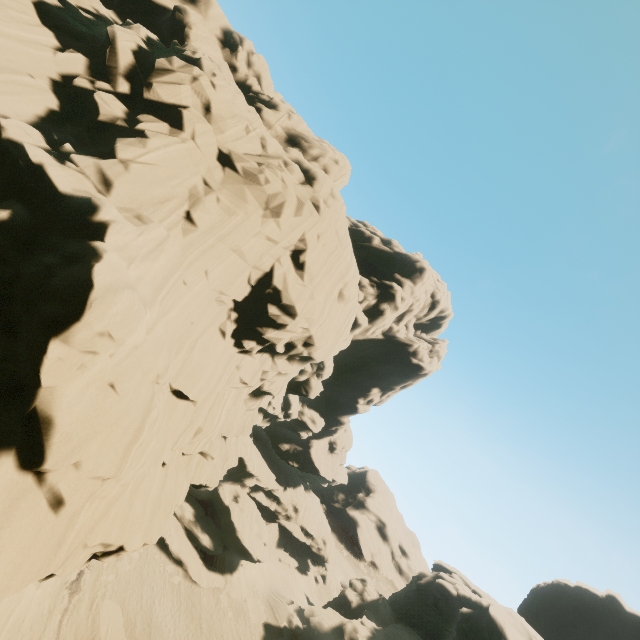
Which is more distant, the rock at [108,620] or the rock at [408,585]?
the rock at [408,585]

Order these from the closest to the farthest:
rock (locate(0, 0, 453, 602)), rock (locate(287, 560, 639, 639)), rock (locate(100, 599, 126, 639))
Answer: rock (locate(0, 0, 453, 602))
rock (locate(100, 599, 126, 639))
rock (locate(287, 560, 639, 639))

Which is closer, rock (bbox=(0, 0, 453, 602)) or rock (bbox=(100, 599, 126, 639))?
rock (bbox=(0, 0, 453, 602))

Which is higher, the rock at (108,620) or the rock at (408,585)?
the rock at (408,585)

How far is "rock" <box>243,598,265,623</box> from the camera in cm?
3306

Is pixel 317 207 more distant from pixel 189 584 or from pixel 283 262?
pixel 189 584

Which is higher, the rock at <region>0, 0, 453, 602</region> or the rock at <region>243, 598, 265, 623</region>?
the rock at <region>0, 0, 453, 602</region>
